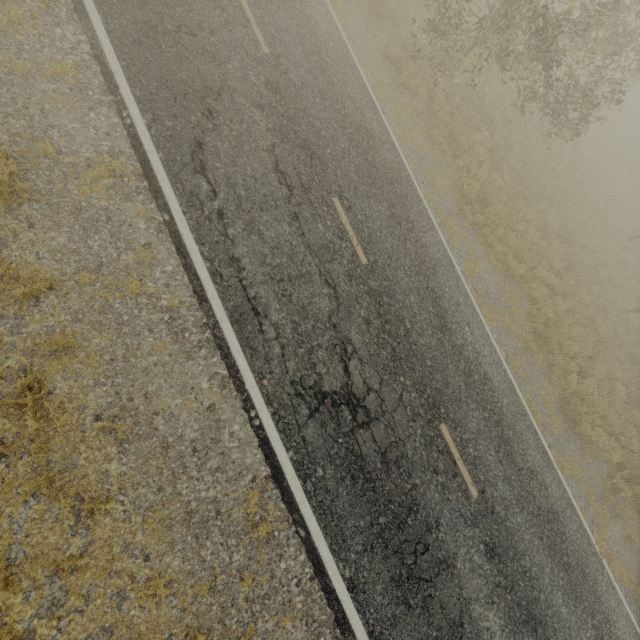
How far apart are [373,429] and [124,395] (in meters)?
4.41
